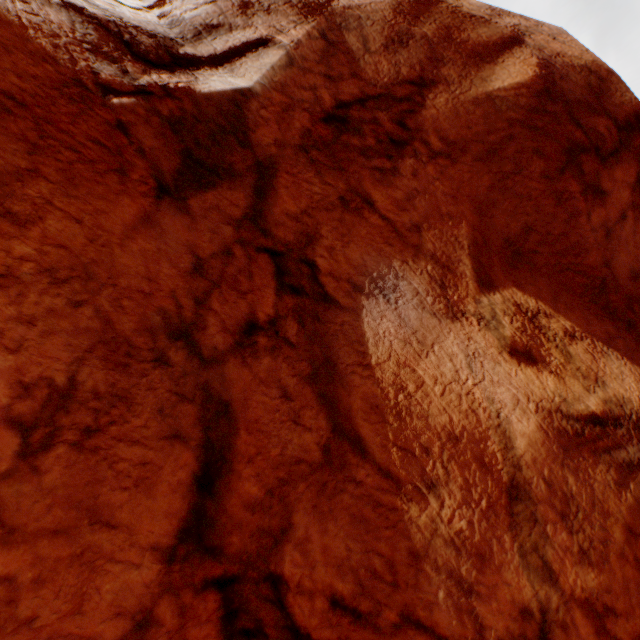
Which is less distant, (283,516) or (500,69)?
(283,516)
